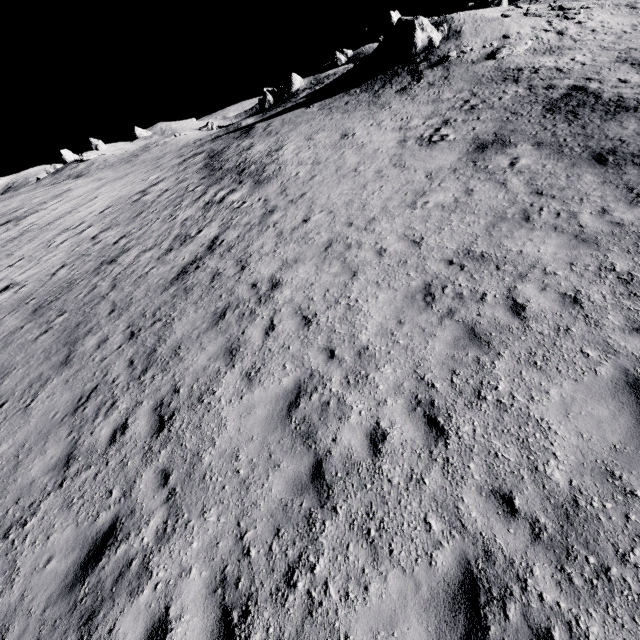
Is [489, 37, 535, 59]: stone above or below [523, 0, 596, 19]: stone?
below

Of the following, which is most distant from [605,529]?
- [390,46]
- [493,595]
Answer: [390,46]

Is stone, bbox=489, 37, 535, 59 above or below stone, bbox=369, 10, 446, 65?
below

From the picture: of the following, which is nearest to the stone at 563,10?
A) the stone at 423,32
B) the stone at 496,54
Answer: the stone at 496,54

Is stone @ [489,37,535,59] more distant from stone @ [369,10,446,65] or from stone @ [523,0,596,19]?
stone @ [369,10,446,65]

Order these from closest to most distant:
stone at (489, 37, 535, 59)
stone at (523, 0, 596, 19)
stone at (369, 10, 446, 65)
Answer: stone at (489, 37, 535, 59) < stone at (523, 0, 596, 19) < stone at (369, 10, 446, 65)
